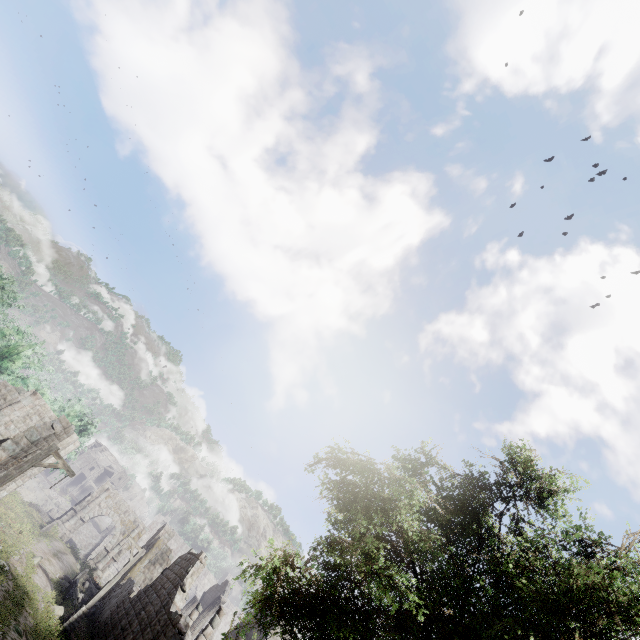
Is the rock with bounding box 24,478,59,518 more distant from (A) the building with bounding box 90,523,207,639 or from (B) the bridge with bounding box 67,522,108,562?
(A) the building with bounding box 90,523,207,639

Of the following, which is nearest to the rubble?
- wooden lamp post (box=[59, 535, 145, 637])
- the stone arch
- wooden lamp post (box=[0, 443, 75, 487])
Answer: the stone arch

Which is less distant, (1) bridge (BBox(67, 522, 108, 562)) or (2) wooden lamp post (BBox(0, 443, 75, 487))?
(2) wooden lamp post (BBox(0, 443, 75, 487))

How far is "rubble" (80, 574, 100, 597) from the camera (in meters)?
27.58

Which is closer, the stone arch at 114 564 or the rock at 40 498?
the stone arch at 114 564

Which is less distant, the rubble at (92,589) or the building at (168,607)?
the building at (168,607)

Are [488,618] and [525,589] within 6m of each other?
yes

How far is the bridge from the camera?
40.6m
